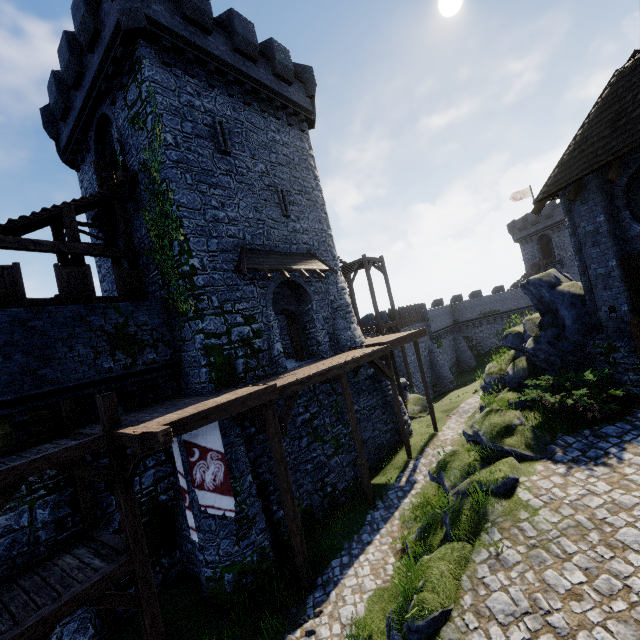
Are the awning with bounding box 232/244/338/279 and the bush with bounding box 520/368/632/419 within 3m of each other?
no

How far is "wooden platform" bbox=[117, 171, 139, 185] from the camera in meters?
13.0

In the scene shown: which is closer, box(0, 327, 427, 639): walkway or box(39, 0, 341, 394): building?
box(0, 327, 427, 639): walkway

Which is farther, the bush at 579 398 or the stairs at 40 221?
the stairs at 40 221

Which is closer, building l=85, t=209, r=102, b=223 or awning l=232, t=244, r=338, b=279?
awning l=232, t=244, r=338, b=279

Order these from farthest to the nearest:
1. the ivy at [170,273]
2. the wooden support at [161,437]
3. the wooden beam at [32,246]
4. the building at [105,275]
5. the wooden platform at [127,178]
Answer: the building at [105,275]
the wooden platform at [127,178]
the ivy at [170,273]
the wooden beam at [32,246]
the wooden support at [161,437]

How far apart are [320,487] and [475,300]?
36.8m

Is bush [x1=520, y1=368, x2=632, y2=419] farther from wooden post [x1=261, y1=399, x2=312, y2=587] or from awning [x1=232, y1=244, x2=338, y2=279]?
awning [x1=232, y1=244, x2=338, y2=279]
